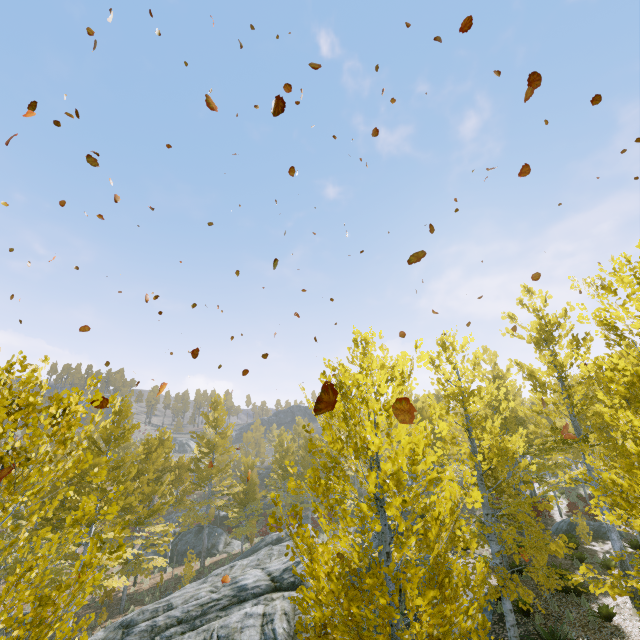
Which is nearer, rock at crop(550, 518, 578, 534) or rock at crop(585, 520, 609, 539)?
rock at crop(585, 520, 609, 539)

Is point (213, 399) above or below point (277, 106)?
above

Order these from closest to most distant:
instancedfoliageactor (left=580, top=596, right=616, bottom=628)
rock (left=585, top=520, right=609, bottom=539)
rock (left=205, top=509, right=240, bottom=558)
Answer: instancedfoliageactor (left=580, top=596, right=616, bottom=628) < rock (left=585, top=520, right=609, bottom=539) < rock (left=205, top=509, right=240, bottom=558)

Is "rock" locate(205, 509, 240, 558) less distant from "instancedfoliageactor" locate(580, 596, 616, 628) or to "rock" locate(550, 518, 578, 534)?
"instancedfoliageactor" locate(580, 596, 616, 628)

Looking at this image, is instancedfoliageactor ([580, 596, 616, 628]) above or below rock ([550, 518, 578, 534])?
below

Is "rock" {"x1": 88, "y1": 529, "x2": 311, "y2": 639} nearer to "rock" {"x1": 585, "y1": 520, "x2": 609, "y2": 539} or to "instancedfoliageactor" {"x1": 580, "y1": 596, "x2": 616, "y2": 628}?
"instancedfoliageactor" {"x1": 580, "y1": 596, "x2": 616, "y2": 628}

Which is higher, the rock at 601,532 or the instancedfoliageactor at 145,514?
the instancedfoliageactor at 145,514

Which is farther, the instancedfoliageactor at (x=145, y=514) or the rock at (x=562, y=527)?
the rock at (x=562, y=527)
